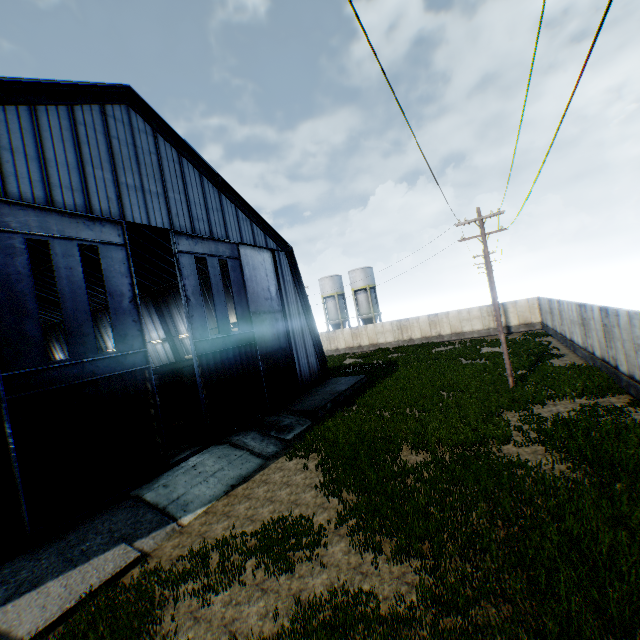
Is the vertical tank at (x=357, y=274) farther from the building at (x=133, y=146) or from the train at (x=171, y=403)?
the train at (x=171, y=403)

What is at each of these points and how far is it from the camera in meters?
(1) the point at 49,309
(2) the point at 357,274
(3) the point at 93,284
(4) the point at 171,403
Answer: (1) building, 38.1
(2) vertical tank, 51.5
(3) building, 31.8
(4) train, 26.0

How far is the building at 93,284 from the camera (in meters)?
27.14

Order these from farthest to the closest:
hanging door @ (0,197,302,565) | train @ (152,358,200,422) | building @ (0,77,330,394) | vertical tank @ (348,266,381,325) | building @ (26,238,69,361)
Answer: vertical tank @ (348,266,381,325), building @ (26,238,69,361), train @ (152,358,200,422), building @ (0,77,330,394), hanging door @ (0,197,302,565)

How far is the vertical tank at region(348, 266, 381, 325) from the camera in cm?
5128

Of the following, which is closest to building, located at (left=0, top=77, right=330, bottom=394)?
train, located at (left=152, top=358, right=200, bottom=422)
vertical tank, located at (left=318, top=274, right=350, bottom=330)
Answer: train, located at (left=152, top=358, right=200, bottom=422)

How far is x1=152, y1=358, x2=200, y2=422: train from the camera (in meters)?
23.06

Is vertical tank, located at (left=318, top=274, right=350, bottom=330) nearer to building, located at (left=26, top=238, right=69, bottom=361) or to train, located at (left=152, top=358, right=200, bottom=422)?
building, located at (left=26, top=238, right=69, bottom=361)
